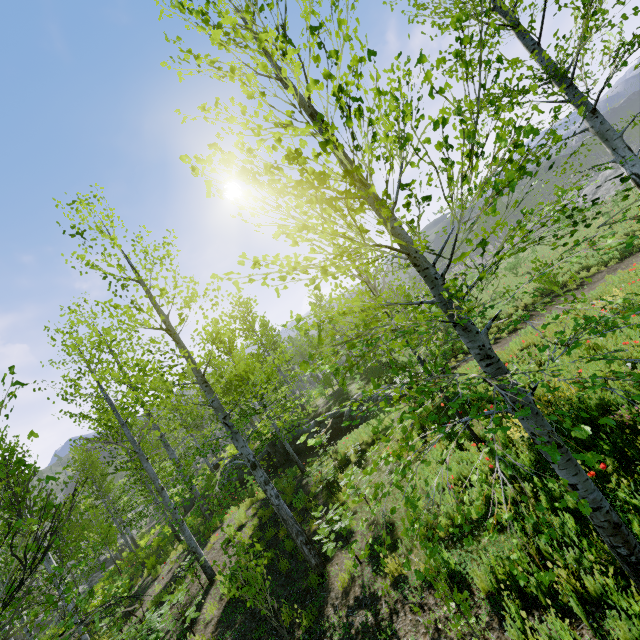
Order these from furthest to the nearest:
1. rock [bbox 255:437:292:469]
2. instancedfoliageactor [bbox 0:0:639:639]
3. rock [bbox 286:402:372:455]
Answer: rock [bbox 255:437:292:469] < rock [bbox 286:402:372:455] < instancedfoliageactor [bbox 0:0:639:639]

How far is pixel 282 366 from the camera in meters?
25.1

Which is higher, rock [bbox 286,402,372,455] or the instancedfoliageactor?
the instancedfoliageactor

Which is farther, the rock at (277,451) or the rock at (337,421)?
the rock at (277,451)

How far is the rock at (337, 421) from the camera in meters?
17.1

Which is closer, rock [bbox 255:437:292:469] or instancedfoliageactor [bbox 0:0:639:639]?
instancedfoliageactor [bbox 0:0:639:639]
